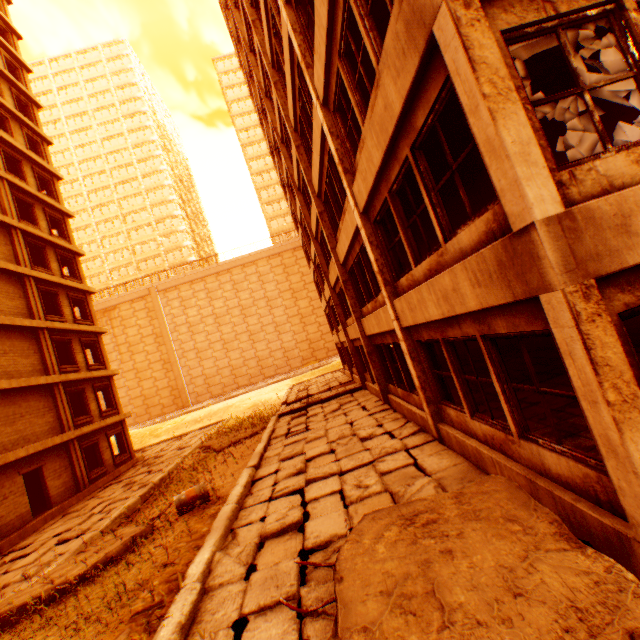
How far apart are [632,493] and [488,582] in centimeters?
150cm

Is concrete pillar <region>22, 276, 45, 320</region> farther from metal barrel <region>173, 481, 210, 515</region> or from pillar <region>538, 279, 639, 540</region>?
pillar <region>538, 279, 639, 540</region>

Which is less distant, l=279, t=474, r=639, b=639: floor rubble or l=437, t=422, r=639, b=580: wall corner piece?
l=279, t=474, r=639, b=639: floor rubble

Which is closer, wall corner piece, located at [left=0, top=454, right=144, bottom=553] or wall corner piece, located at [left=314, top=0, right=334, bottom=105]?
wall corner piece, located at [left=314, top=0, right=334, bottom=105]

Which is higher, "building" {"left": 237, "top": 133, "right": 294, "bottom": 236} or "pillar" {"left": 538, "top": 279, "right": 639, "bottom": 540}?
"building" {"left": 237, "top": 133, "right": 294, "bottom": 236}

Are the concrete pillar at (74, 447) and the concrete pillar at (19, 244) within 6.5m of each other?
no

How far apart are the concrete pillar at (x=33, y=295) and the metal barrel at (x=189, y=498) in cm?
1487

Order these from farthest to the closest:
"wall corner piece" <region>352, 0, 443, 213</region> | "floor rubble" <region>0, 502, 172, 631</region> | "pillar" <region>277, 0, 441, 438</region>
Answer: "pillar" <region>277, 0, 441, 438</region> < "floor rubble" <region>0, 502, 172, 631</region> < "wall corner piece" <region>352, 0, 443, 213</region>
